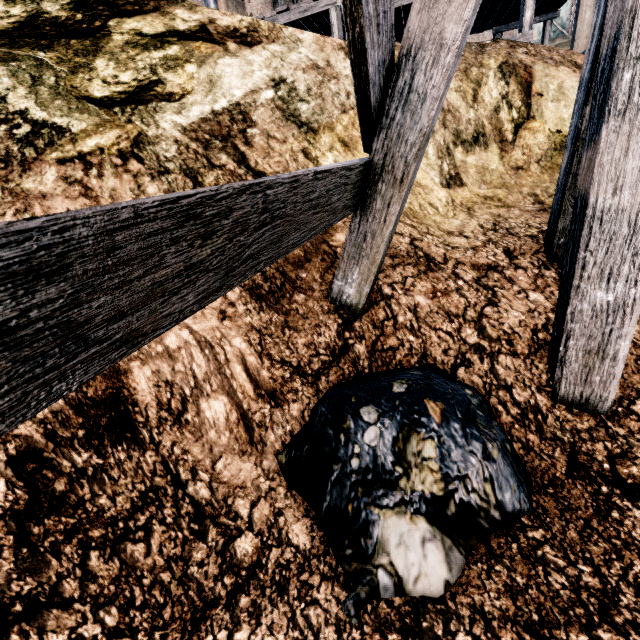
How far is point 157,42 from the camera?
4.2m

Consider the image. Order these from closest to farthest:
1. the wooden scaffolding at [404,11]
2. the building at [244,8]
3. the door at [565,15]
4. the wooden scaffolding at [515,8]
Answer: the wooden scaffolding at [515,8], the wooden scaffolding at [404,11], the building at [244,8], the door at [565,15]

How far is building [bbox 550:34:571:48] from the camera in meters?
28.2

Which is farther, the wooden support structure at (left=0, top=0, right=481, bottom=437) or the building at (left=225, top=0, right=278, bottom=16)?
the building at (left=225, top=0, right=278, bottom=16)

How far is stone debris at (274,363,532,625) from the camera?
2.11m

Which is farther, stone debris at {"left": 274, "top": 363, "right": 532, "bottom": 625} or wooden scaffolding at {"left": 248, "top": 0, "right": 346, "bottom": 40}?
wooden scaffolding at {"left": 248, "top": 0, "right": 346, "bottom": 40}

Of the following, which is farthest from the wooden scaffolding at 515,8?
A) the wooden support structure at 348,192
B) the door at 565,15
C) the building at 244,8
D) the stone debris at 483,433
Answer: the door at 565,15

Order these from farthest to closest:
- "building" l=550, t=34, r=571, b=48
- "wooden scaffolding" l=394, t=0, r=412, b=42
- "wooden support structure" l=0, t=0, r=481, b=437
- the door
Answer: "building" l=550, t=34, r=571, b=48 < the door < "wooden scaffolding" l=394, t=0, r=412, b=42 < "wooden support structure" l=0, t=0, r=481, b=437
